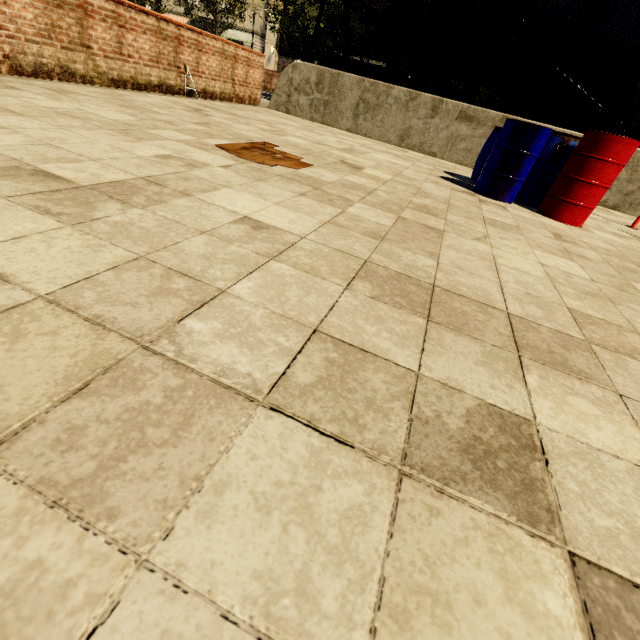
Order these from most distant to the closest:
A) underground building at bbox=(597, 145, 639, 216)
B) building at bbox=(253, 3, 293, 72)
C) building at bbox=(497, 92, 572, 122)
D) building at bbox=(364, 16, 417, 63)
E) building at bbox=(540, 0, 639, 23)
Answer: building at bbox=(253, 3, 293, 72) → building at bbox=(364, 16, 417, 63) → building at bbox=(497, 92, 572, 122) → building at bbox=(540, 0, 639, 23) → underground building at bbox=(597, 145, 639, 216)

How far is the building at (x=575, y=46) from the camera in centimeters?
2917cm

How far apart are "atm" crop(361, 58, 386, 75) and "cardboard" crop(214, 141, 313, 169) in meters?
21.4 m

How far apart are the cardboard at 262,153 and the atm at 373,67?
21.4 meters

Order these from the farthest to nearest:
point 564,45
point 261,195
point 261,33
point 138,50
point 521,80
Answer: point 261,33
point 521,80
point 564,45
point 138,50
point 261,195

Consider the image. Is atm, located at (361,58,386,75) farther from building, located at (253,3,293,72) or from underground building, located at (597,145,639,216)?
building, located at (253,3,293,72)

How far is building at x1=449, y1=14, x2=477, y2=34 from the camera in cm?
3198

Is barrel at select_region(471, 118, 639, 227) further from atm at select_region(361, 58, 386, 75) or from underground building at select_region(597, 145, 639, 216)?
atm at select_region(361, 58, 386, 75)
